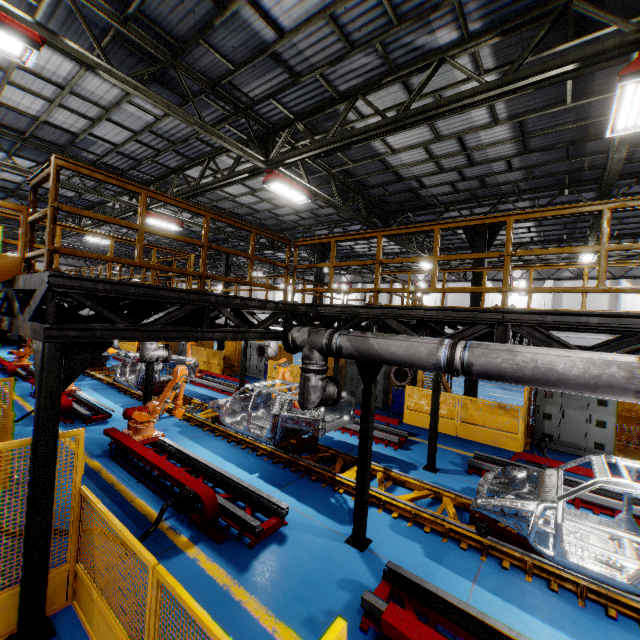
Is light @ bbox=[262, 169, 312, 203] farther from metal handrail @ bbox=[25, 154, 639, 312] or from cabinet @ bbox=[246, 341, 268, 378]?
cabinet @ bbox=[246, 341, 268, 378]

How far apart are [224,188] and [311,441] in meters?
10.6 m

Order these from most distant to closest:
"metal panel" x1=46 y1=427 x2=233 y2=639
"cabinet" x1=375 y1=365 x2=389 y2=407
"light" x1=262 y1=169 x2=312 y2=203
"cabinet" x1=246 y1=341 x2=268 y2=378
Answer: "cabinet" x1=246 y1=341 x2=268 y2=378
"cabinet" x1=375 y1=365 x2=389 y2=407
"light" x1=262 y1=169 x2=312 y2=203
"metal panel" x1=46 y1=427 x2=233 y2=639

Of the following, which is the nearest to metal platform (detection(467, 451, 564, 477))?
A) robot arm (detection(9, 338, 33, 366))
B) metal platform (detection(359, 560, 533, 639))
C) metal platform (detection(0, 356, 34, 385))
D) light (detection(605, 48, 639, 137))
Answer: metal platform (detection(359, 560, 533, 639))

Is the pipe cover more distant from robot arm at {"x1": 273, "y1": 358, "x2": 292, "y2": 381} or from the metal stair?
the metal stair

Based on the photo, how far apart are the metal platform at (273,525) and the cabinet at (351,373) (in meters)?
9.16

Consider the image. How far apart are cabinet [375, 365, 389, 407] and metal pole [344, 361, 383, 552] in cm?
909

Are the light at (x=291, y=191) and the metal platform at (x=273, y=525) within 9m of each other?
yes
